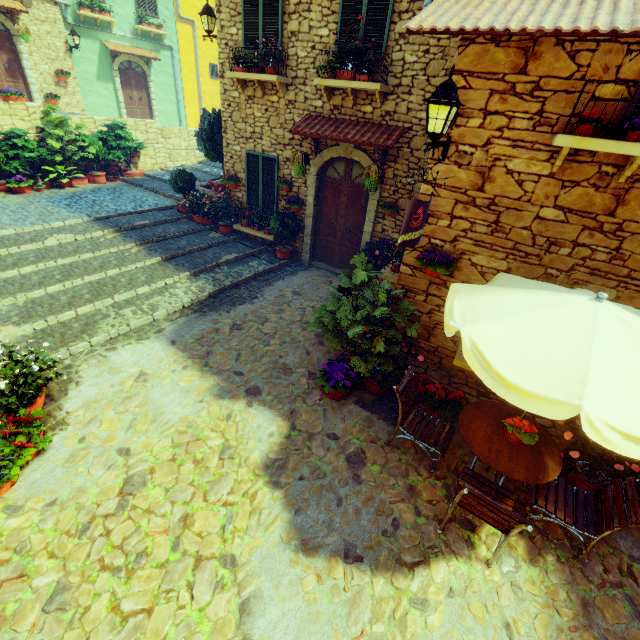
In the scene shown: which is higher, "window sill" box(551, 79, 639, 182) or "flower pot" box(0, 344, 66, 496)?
"window sill" box(551, 79, 639, 182)

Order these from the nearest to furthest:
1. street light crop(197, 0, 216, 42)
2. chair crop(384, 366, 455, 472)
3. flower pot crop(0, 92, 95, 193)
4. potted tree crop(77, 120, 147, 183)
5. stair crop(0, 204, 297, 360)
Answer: chair crop(384, 366, 455, 472) → stair crop(0, 204, 297, 360) → street light crop(197, 0, 216, 42) → flower pot crop(0, 92, 95, 193) → potted tree crop(77, 120, 147, 183)

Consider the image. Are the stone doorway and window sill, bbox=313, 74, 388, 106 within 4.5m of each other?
yes

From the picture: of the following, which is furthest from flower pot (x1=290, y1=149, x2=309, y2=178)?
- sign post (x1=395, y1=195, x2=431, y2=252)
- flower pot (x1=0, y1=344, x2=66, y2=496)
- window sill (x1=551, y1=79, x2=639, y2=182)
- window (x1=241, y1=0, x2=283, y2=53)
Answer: flower pot (x1=0, y1=344, x2=66, y2=496)

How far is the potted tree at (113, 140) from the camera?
11.8 meters

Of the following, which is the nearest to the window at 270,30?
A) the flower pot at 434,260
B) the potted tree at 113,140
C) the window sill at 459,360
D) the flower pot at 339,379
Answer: the flower pot at 434,260

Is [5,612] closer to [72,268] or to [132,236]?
[72,268]

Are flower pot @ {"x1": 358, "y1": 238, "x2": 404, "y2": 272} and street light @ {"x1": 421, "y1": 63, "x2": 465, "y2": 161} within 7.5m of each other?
yes
